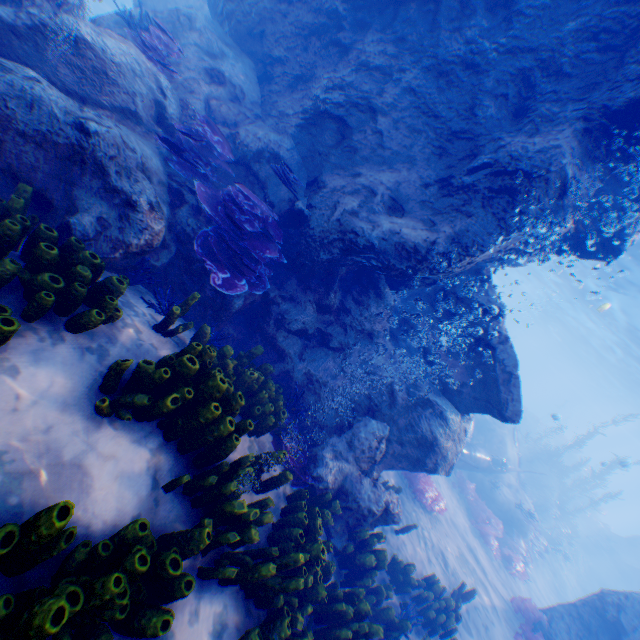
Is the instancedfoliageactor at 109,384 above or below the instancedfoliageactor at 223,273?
below

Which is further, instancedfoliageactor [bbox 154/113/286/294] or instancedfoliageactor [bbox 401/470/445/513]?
instancedfoliageactor [bbox 401/470/445/513]

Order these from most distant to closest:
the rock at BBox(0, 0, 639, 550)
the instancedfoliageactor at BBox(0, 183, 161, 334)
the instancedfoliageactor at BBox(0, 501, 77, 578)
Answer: the rock at BBox(0, 0, 639, 550) < the instancedfoliageactor at BBox(0, 183, 161, 334) < the instancedfoliageactor at BBox(0, 501, 77, 578)

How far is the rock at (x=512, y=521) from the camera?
15.89m

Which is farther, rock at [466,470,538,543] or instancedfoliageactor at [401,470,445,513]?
rock at [466,470,538,543]

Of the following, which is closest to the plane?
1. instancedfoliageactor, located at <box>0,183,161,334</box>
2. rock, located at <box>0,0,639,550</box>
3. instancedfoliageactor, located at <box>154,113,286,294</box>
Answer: rock, located at <box>0,0,639,550</box>

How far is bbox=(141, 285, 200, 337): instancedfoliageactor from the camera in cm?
416

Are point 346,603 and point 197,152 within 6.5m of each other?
no
